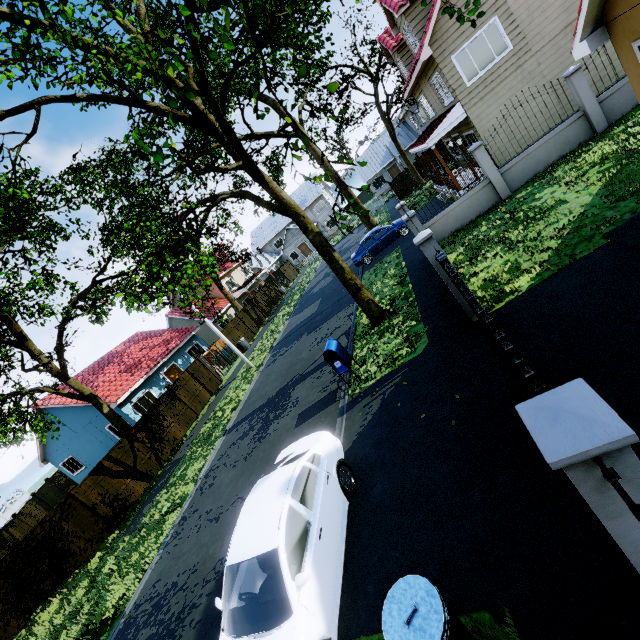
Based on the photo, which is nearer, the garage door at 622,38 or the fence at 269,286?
the garage door at 622,38

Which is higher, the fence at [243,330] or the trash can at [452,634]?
the fence at [243,330]

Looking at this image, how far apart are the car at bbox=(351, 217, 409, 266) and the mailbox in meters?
11.6

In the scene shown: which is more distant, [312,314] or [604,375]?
[312,314]

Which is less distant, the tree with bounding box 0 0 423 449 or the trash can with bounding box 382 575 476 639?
the trash can with bounding box 382 575 476 639

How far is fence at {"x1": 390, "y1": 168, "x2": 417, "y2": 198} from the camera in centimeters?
3094cm

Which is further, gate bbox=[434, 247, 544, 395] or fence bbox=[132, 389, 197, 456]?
fence bbox=[132, 389, 197, 456]

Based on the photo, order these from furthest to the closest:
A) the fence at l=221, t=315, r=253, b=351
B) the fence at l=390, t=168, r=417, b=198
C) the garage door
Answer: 1. the fence at l=390, t=168, r=417, b=198
2. the fence at l=221, t=315, r=253, b=351
3. the garage door
